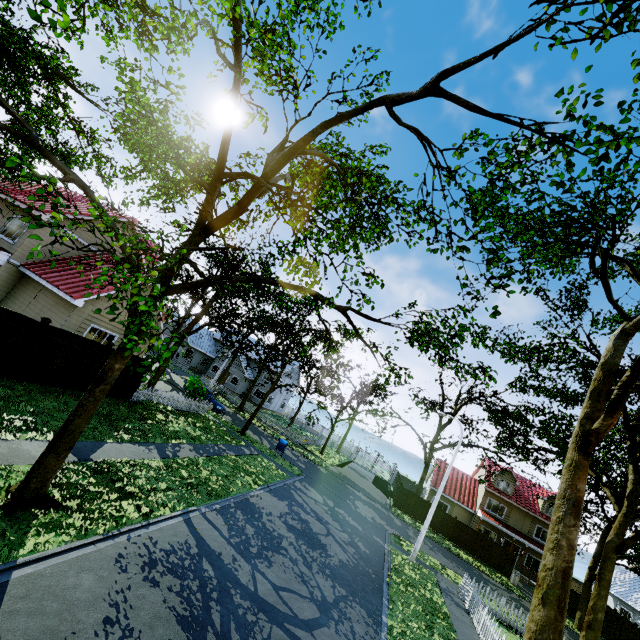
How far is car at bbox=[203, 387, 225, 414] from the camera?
27.7m

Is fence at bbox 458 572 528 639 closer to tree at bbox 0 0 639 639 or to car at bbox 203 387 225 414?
tree at bbox 0 0 639 639

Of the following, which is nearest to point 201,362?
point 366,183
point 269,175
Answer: point 269,175

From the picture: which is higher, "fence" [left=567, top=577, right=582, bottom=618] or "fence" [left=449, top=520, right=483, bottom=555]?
"fence" [left=567, top=577, right=582, bottom=618]

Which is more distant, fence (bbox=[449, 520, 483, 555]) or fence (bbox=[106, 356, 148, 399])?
fence (bbox=[449, 520, 483, 555])

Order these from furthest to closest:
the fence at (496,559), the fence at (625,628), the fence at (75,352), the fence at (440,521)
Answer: the fence at (440,521), the fence at (496,559), the fence at (625,628), the fence at (75,352)

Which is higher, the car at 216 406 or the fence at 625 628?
the fence at 625 628
